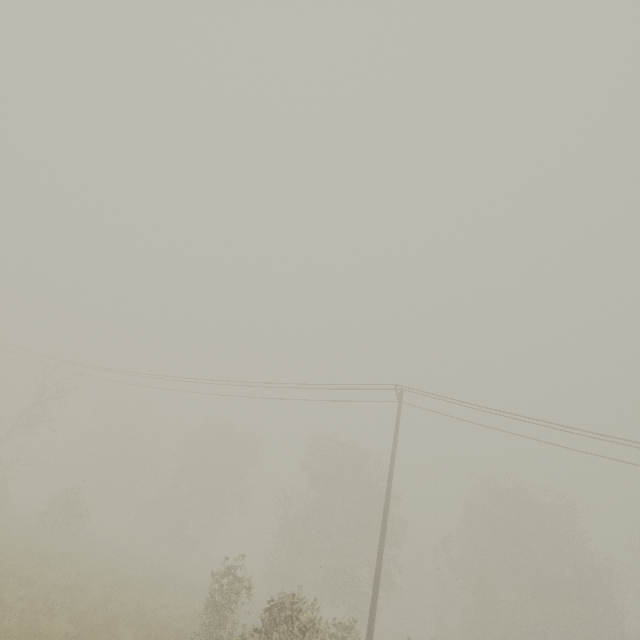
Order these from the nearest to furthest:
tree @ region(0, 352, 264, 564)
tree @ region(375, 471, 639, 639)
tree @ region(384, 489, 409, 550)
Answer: tree @ region(0, 352, 264, 564)
tree @ region(375, 471, 639, 639)
tree @ region(384, 489, 409, 550)

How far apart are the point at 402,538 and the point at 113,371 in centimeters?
3005cm

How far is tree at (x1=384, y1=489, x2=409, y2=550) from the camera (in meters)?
29.77

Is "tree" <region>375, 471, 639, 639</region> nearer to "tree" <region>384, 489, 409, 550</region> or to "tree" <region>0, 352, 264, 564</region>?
"tree" <region>384, 489, 409, 550</region>

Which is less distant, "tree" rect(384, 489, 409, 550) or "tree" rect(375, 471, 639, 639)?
"tree" rect(375, 471, 639, 639)

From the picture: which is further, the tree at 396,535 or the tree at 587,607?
the tree at 396,535

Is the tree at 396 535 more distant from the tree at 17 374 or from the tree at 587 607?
the tree at 587 607
